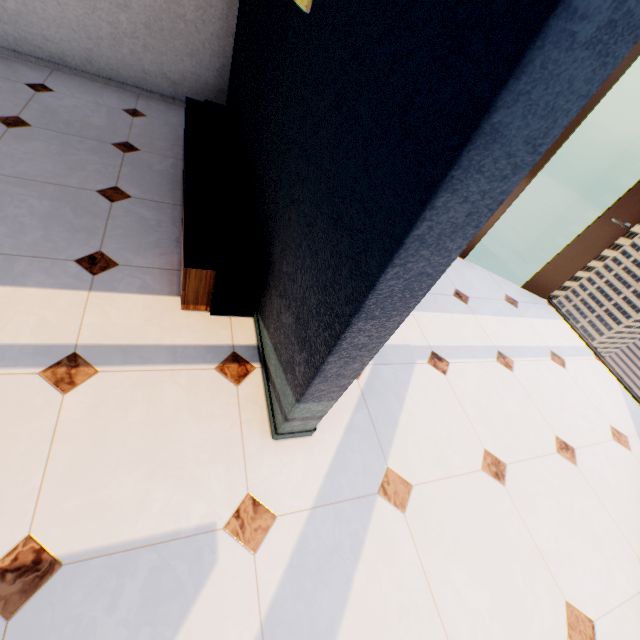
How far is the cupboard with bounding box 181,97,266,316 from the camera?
1.8m

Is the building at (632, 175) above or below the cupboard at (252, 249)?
below

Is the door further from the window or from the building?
the building

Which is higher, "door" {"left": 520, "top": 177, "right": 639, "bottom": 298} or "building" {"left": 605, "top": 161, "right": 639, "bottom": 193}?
"door" {"left": 520, "top": 177, "right": 639, "bottom": 298}

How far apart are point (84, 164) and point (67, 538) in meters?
2.5

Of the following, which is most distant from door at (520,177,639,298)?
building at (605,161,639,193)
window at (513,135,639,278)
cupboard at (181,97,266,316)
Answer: building at (605,161,639,193)

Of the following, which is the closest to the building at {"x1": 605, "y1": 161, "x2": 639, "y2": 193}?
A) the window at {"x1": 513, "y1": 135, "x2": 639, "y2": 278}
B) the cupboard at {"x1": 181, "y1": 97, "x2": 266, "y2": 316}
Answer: the window at {"x1": 513, "y1": 135, "x2": 639, "y2": 278}

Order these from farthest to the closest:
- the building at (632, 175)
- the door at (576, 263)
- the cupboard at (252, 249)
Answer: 1. the building at (632, 175)
2. the door at (576, 263)
3. the cupboard at (252, 249)
